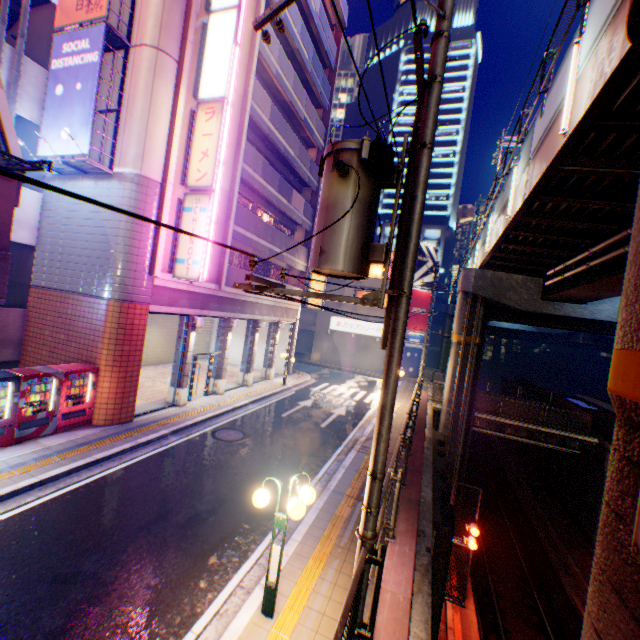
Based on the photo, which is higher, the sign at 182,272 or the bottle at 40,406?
the sign at 182,272

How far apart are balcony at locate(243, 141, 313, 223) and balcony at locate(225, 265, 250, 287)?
5.1m

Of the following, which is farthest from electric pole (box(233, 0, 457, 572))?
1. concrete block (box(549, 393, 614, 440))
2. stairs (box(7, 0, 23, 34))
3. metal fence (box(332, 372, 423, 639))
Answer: stairs (box(7, 0, 23, 34))

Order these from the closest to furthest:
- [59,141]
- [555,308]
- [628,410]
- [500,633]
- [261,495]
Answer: [628,410]
[261,495]
[59,141]
[500,633]
[555,308]

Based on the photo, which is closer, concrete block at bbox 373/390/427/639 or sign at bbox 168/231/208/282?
concrete block at bbox 373/390/427/639

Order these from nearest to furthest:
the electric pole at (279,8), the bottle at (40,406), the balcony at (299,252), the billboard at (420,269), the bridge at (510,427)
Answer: the electric pole at (279,8) < the bottle at (40,406) < the bridge at (510,427) < the balcony at (299,252) < the billboard at (420,269)

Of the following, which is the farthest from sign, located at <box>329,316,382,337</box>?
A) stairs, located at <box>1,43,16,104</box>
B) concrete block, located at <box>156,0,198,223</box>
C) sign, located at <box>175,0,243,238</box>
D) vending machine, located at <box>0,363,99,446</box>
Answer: stairs, located at <box>1,43,16,104</box>

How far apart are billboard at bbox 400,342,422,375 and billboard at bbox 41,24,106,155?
28.45m
